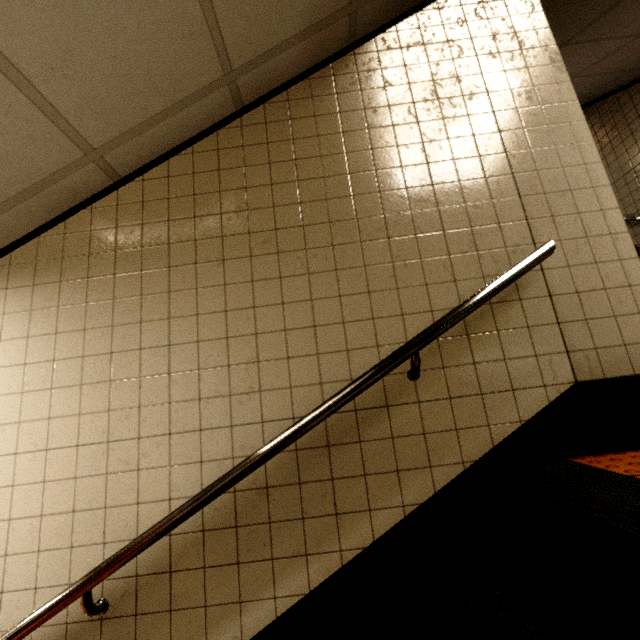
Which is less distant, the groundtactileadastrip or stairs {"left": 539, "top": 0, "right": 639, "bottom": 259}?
the groundtactileadastrip

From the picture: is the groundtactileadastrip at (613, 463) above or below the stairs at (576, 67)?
below

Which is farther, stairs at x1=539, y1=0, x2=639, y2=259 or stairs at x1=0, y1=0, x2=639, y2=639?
stairs at x1=539, y1=0, x2=639, y2=259

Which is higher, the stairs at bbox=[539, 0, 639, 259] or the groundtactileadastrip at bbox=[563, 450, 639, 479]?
the stairs at bbox=[539, 0, 639, 259]

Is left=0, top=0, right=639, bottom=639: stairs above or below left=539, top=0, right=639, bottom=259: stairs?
below

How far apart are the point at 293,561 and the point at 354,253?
1.48m

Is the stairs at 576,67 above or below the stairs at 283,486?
above
